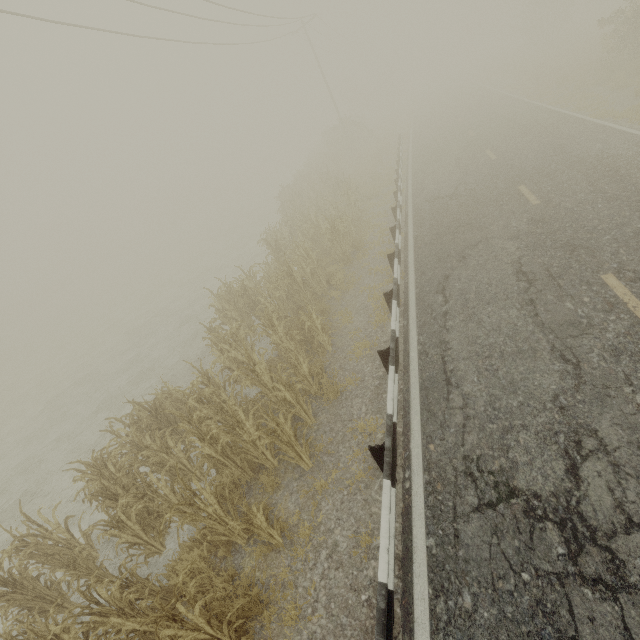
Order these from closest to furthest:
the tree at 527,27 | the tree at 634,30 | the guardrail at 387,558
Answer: the guardrail at 387,558
the tree at 634,30
the tree at 527,27

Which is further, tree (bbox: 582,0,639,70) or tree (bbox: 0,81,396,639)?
tree (bbox: 582,0,639,70)

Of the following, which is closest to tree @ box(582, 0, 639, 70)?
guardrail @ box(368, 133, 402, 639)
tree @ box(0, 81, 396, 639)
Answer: tree @ box(0, 81, 396, 639)

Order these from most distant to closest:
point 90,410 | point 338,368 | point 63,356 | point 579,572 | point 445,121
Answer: point 445,121 < point 63,356 < point 90,410 < point 338,368 < point 579,572

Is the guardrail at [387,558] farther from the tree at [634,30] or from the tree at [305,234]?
the tree at [305,234]

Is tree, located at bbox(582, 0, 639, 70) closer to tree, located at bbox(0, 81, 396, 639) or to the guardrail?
tree, located at bbox(0, 81, 396, 639)
